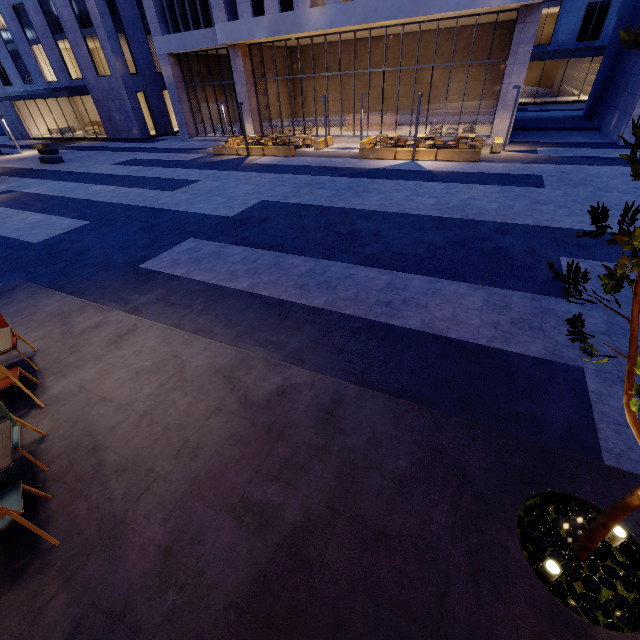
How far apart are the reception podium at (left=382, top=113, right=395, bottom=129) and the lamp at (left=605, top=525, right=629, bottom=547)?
27.54m

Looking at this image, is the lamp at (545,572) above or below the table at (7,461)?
below

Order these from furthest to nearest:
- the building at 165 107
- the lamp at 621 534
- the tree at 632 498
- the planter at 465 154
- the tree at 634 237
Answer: the building at 165 107 < the planter at 465 154 < the lamp at 621 534 < the tree at 632 498 < the tree at 634 237

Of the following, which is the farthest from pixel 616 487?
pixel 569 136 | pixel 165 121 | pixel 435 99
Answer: pixel 165 121

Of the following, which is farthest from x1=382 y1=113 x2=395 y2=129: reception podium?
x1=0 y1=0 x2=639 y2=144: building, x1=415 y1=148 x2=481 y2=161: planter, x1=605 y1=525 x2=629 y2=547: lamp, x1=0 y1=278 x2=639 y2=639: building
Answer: x1=605 y1=525 x2=629 y2=547: lamp

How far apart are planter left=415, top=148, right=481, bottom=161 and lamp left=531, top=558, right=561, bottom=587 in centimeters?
1737cm

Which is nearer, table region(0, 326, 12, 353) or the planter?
table region(0, 326, 12, 353)

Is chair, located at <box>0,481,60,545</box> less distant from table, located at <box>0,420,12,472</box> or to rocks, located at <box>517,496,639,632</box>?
table, located at <box>0,420,12,472</box>
